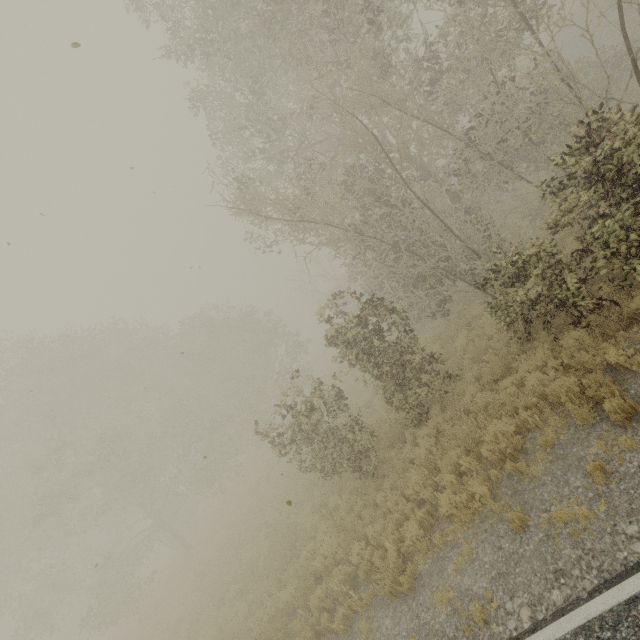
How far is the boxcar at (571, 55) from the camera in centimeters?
3353cm

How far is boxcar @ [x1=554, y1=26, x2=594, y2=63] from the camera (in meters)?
33.53

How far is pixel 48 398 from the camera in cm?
2047
